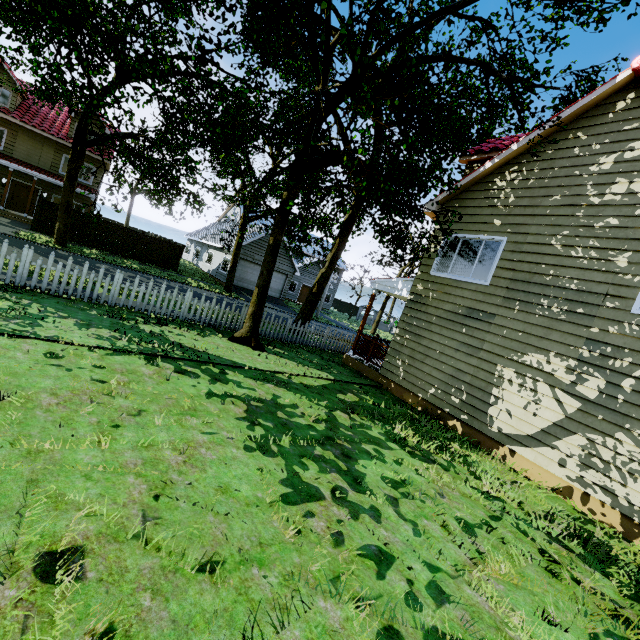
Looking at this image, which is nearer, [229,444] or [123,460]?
[123,460]

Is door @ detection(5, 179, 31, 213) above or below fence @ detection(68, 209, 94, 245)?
above

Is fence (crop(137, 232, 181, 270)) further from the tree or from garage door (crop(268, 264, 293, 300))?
garage door (crop(268, 264, 293, 300))

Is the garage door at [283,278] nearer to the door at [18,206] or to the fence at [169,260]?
the fence at [169,260]

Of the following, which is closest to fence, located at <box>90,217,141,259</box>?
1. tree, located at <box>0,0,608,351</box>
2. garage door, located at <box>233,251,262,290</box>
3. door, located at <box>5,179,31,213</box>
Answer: tree, located at <box>0,0,608,351</box>

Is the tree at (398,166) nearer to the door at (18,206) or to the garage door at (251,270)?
the garage door at (251,270)

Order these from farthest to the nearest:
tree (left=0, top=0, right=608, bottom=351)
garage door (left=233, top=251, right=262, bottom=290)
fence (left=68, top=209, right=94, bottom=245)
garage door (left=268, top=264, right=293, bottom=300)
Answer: garage door (left=268, top=264, right=293, bottom=300) < garage door (left=233, top=251, right=262, bottom=290) < fence (left=68, top=209, right=94, bottom=245) < tree (left=0, top=0, right=608, bottom=351)
